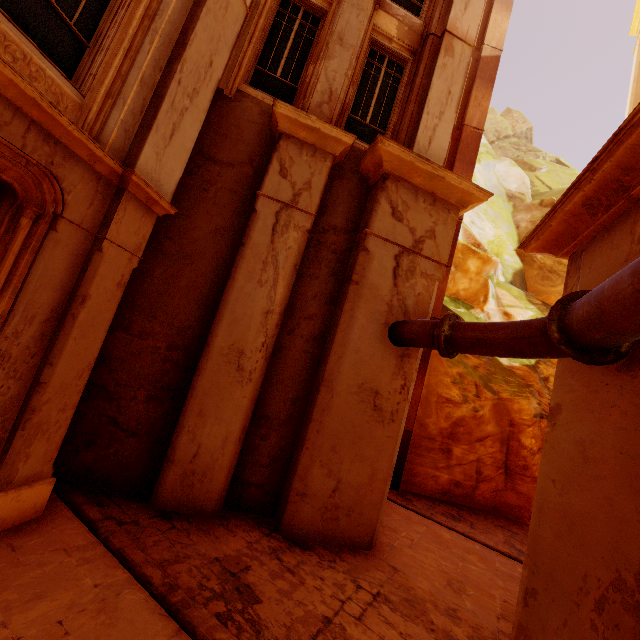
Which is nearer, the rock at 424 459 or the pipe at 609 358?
the pipe at 609 358

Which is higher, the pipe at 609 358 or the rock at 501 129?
the rock at 501 129

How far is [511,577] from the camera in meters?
6.5

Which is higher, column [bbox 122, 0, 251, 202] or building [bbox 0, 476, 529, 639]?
column [bbox 122, 0, 251, 202]

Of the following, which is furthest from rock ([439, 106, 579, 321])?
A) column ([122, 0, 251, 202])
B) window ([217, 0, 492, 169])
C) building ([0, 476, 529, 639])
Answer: column ([122, 0, 251, 202])

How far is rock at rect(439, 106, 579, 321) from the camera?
14.77m

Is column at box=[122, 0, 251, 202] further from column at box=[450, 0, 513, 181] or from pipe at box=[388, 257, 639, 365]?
column at box=[450, 0, 513, 181]
